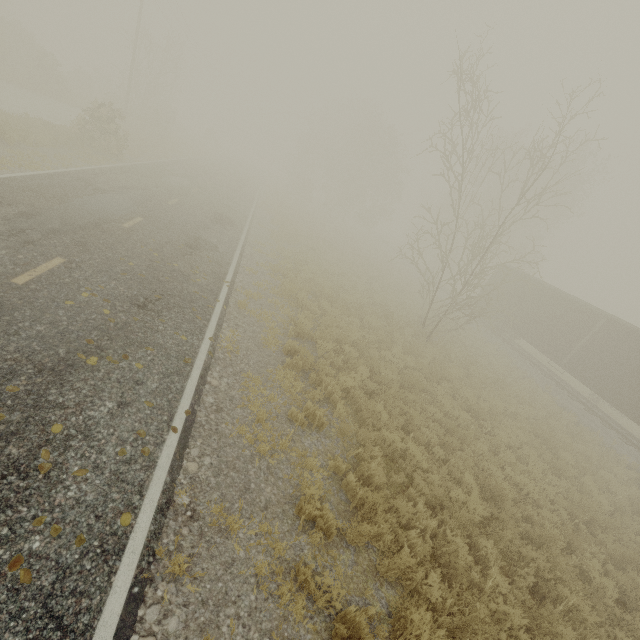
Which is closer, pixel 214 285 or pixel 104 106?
pixel 214 285
